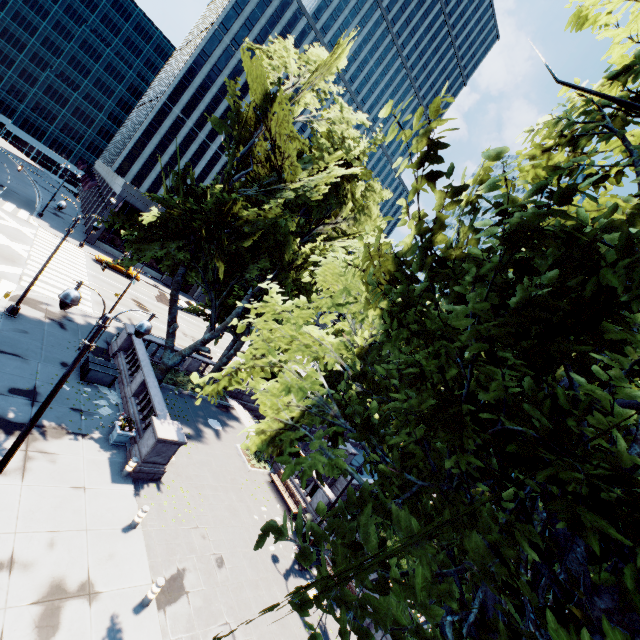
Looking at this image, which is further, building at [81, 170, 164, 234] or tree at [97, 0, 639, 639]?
building at [81, 170, 164, 234]

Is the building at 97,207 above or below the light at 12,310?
above

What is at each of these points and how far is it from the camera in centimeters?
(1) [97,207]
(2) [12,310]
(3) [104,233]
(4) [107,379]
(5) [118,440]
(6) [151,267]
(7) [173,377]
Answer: (1) building, 5203cm
(2) light, 1844cm
(3) building, 4550cm
(4) container, 1795cm
(5) planter, 1460cm
(6) building, 5072cm
(7) bush, 2369cm

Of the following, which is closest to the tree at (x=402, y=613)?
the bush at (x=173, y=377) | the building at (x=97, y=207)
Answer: the bush at (x=173, y=377)

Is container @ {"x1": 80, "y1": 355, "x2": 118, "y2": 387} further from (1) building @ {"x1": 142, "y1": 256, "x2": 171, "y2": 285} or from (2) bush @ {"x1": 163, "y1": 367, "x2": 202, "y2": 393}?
(1) building @ {"x1": 142, "y1": 256, "x2": 171, "y2": 285}

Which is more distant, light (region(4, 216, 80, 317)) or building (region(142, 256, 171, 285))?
building (region(142, 256, 171, 285))

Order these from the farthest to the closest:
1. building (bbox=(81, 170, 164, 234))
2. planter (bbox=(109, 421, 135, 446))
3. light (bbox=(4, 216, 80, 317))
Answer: building (bbox=(81, 170, 164, 234)) → light (bbox=(4, 216, 80, 317)) → planter (bbox=(109, 421, 135, 446))

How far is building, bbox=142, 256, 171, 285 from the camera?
50.38m
